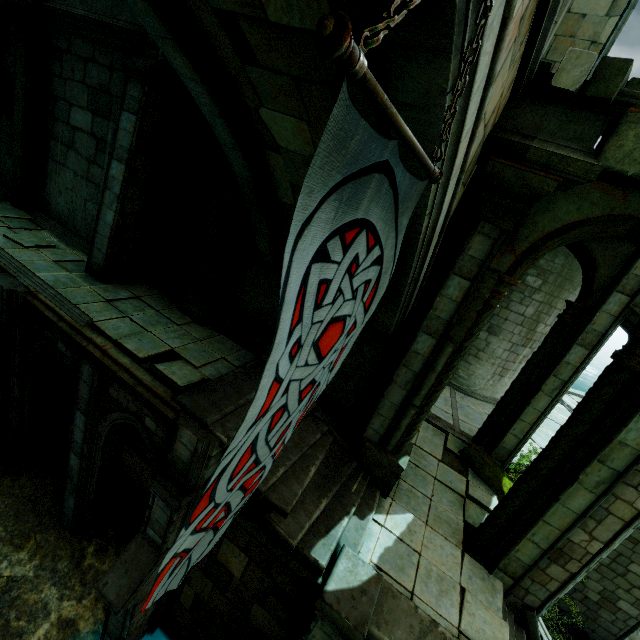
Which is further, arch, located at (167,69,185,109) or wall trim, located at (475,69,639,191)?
arch, located at (167,69,185,109)

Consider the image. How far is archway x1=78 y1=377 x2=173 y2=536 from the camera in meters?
6.1

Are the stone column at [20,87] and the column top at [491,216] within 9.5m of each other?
no

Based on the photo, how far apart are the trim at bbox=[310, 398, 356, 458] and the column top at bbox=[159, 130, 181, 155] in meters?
6.7 m

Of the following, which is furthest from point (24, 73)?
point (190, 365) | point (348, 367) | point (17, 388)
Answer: point (348, 367)

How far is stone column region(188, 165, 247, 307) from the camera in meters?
7.5

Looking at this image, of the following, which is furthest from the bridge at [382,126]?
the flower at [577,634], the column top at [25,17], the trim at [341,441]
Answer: the flower at [577,634]

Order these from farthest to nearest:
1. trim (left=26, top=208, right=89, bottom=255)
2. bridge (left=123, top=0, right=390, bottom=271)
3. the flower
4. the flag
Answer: trim (left=26, top=208, right=89, bottom=255) → the flower → bridge (left=123, top=0, right=390, bottom=271) → the flag
